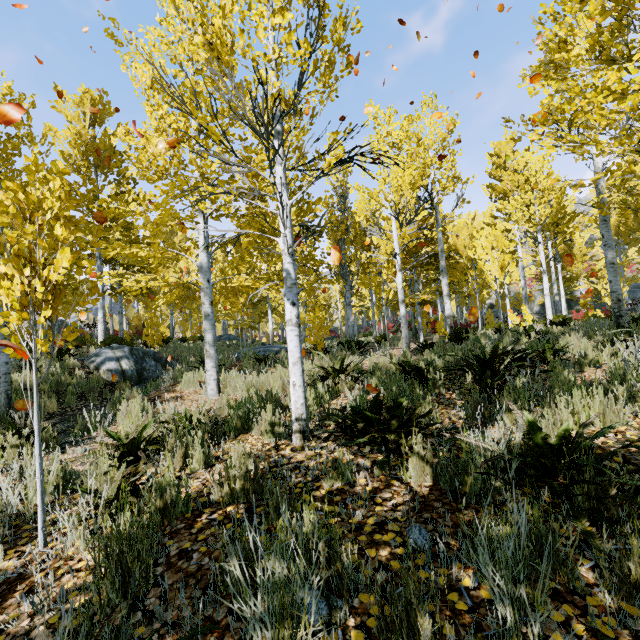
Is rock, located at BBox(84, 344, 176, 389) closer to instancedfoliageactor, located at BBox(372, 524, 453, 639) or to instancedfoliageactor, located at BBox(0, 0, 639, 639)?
instancedfoliageactor, located at BBox(0, 0, 639, 639)

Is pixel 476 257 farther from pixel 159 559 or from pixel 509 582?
pixel 159 559

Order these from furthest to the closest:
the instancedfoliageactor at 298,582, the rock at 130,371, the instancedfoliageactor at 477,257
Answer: the rock at 130,371
the instancedfoliageactor at 477,257
the instancedfoliageactor at 298,582

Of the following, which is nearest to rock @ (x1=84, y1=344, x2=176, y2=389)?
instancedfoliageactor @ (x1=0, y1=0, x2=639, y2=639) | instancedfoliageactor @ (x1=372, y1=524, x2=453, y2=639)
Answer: instancedfoliageactor @ (x1=0, y1=0, x2=639, y2=639)

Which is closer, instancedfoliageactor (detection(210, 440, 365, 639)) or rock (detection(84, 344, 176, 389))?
instancedfoliageactor (detection(210, 440, 365, 639))

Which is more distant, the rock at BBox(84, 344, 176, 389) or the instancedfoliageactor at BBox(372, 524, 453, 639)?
the rock at BBox(84, 344, 176, 389)

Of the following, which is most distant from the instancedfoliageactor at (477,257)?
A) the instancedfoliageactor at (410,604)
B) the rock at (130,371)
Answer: the instancedfoliageactor at (410,604)
